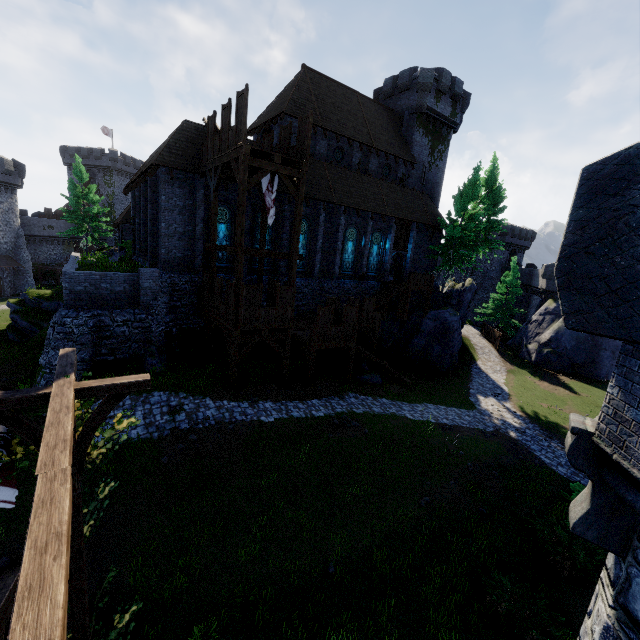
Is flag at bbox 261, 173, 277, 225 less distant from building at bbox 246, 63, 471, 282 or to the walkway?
the walkway

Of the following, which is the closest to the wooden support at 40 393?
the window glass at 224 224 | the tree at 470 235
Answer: the window glass at 224 224

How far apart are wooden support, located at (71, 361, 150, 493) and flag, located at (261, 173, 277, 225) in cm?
1272

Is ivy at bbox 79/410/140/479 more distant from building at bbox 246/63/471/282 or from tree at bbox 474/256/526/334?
tree at bbox 474/256/526/334

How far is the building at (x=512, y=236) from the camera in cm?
5341

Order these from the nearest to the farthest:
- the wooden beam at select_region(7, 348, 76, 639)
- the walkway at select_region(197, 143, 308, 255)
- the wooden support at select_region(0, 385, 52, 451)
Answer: the wooden beam at select_region(7, 348, 76, 639), the wooden support at select_region(0, 385, 52, 451), the walkway at select_region(197, 143, 308, 255)

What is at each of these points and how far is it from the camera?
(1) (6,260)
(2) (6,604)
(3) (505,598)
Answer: (1) awning, 41.0 meters
(2) stairs, 6.7 meters
(3) bush, 9.9 meters

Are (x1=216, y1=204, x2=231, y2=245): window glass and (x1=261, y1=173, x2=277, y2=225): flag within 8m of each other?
yes
